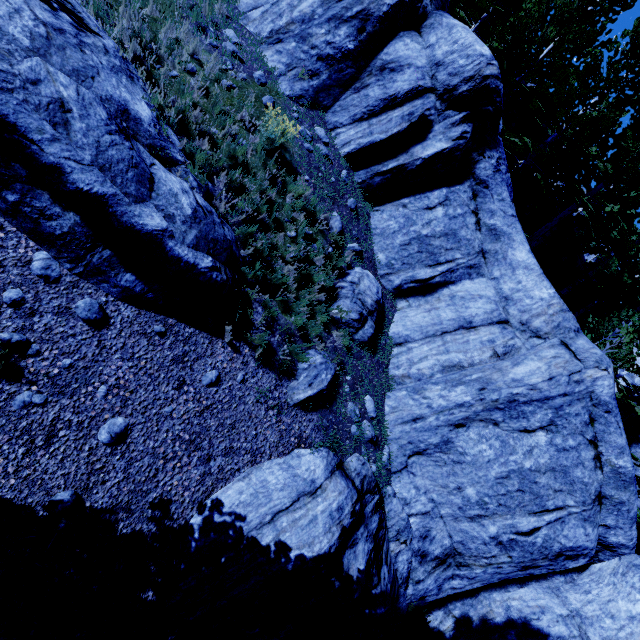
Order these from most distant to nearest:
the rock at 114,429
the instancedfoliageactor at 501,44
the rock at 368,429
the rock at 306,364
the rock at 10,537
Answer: the instancedfoliageactor at 501,44 → the rock at 368,429 → the rock at 306,364 → the rock at 114,429 → the rock at 10,537

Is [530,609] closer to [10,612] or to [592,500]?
[592,500]

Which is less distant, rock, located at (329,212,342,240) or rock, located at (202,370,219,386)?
rock, located at (202,370,219,386)

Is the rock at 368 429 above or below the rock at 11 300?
above

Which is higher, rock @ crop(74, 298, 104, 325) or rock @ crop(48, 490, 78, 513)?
rock @ crop(74, 298, 104, 325)

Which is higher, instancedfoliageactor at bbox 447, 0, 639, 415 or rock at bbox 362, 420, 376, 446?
instancedfoliageactor at bbox 447, 0, 639, 415
